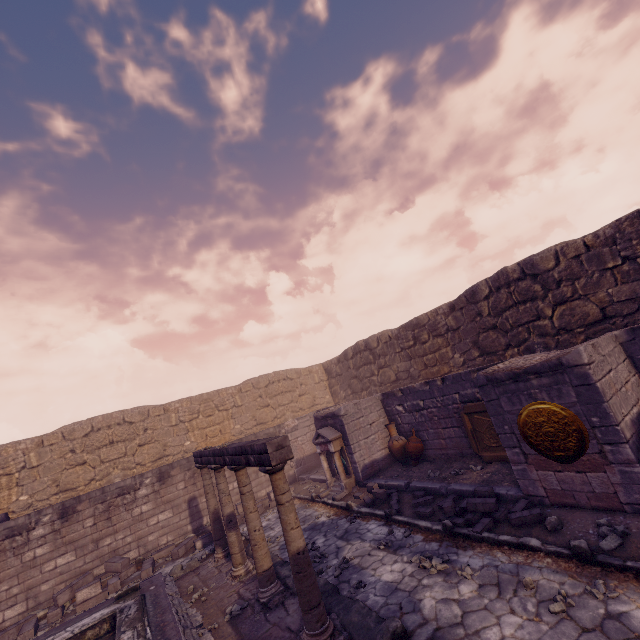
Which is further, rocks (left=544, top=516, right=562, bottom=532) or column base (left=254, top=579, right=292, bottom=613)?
column base (left=254, top=579, right=292, bottom=613)

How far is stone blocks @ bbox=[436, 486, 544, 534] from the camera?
5.5 meters

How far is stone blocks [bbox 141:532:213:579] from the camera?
9.1m

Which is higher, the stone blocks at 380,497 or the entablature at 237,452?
the entablature at 237,452

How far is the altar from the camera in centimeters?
1015cm

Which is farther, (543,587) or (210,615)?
(210,615)

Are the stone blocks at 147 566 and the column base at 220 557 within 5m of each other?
yes

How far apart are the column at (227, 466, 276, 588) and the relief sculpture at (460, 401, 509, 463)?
5.5 meters
